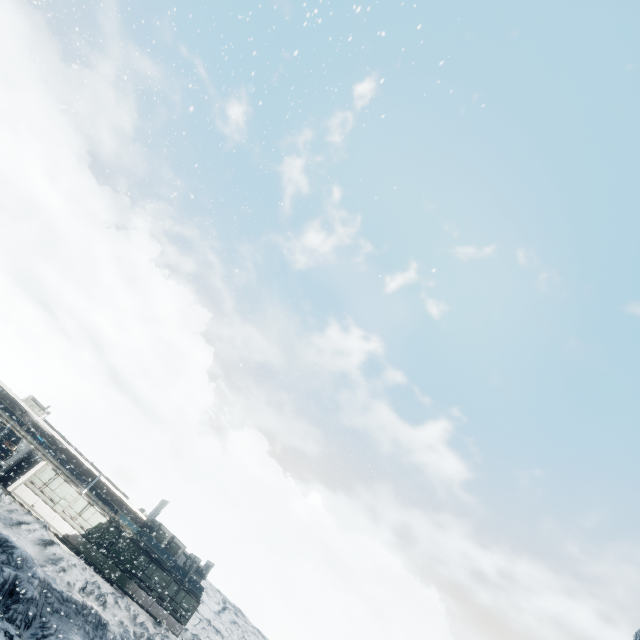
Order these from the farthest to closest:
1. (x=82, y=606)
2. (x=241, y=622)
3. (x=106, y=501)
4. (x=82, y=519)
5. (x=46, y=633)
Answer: (x=241, y=622), (x=106, y=501), (x=82, y=519), (x=82, y=606), (x=46, y=633)
